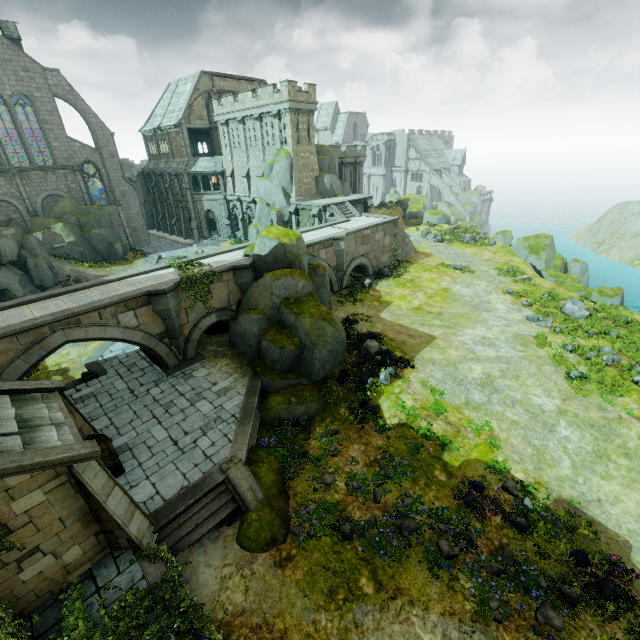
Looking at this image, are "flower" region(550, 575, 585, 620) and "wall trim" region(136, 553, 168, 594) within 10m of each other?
no

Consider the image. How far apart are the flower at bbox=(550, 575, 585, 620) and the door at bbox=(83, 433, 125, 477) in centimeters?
1528cm

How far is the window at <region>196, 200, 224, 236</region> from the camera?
44.17m

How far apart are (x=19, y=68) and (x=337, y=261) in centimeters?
3908cm

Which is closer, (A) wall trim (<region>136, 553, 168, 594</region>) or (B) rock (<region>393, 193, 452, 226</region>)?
(A) wall trim (<region>136, 553, 168, 594</region>)

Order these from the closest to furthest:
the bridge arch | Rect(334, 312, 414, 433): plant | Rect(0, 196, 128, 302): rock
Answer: Rect(334, 312, 414, 433): plant
Rect(0, 196, 128, 302): rock
the bridge arch

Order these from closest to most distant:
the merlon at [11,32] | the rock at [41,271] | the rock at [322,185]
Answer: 1. the rock at [41,271]
2. the merlon at [11,32]
3. the rock at [322,185]

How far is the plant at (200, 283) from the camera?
17.6 meters
